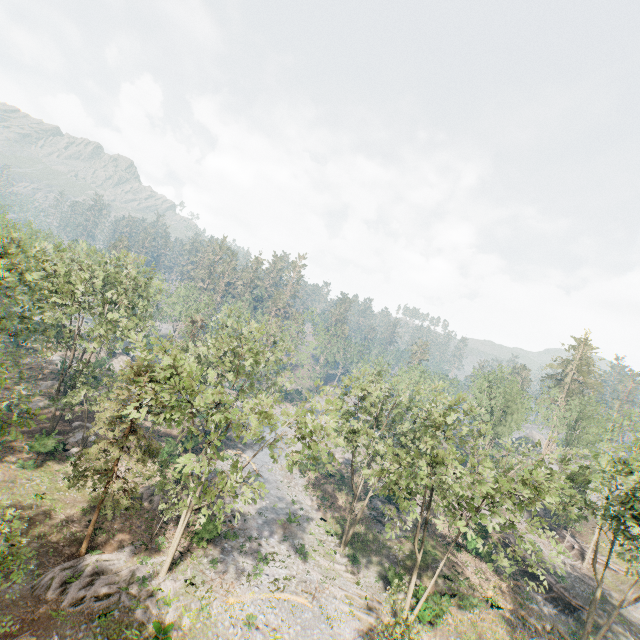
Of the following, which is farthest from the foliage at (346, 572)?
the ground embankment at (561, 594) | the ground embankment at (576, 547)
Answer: the ground embankment at (561, 594)

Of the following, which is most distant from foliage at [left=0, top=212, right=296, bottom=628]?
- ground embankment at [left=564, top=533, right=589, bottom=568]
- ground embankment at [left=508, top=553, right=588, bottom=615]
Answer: ground embankment at [left=508, top=553, right=588, bottom=615]

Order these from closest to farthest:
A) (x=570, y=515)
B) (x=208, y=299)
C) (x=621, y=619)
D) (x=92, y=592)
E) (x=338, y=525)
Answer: (x=92, y=592) → (x=570, y=515) → (x=621, y=619) → (x=338, y=525) → (x=208, y=299)

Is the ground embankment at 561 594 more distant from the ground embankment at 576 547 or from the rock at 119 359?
the rock at 119 359

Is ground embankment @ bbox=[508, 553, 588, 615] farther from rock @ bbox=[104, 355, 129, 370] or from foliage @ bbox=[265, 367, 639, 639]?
rock @ bbox=[104, 355, 129, 370]

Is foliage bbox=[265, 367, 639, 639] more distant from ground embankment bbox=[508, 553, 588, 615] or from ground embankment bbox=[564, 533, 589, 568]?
ground embankment bbox=[508, 553, 588, 615]

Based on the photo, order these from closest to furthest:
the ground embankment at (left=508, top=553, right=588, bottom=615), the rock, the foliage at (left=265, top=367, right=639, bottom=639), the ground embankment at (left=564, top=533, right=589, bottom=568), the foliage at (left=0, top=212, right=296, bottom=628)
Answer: the foliage at (left=0, top=212, right=296, bottom=628), the foliage at (left=265, top=367, right=639, bottom=639), the ground embankment at (left=508, top=553, right=588, bottom=615), the ground embankment at (left=564, top=533, right=589, bottom=568), the rock
